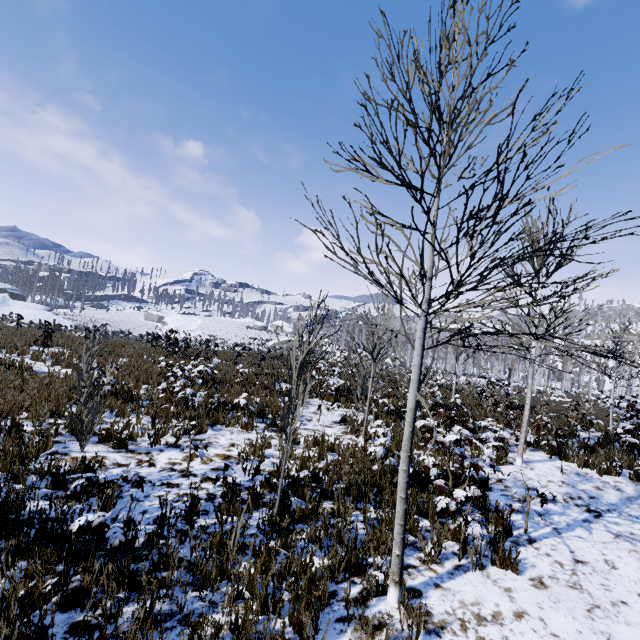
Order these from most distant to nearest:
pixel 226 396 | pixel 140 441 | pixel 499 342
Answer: pixel 499 342 < pixel 226 396 < pixel 140 441
